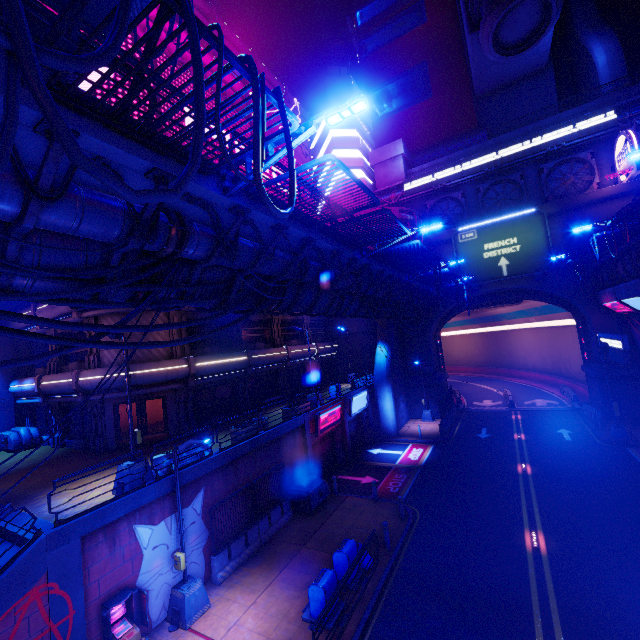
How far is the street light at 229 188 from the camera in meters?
6.6 m

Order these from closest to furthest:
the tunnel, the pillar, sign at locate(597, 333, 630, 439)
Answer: sign at locate(597, 333, 630, 439), the tunnel, the pillar

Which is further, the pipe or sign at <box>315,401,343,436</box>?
the pipe

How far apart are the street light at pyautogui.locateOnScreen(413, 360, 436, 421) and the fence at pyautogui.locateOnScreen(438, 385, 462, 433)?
1.3 meters

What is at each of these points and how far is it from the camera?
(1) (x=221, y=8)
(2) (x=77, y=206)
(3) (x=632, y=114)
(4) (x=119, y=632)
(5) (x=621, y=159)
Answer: (1) walkway, 34.9 meters
(2) walkway, 5.2 meters
(3) pipe, 26.3 meters
(4) atm, 9.4 meters
(5) sign, 26.0 meters

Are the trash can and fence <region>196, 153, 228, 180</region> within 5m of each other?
no

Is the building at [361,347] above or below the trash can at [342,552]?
above

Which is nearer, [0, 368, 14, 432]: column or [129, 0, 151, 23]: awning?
[129, 0, 151, 23]: awning
